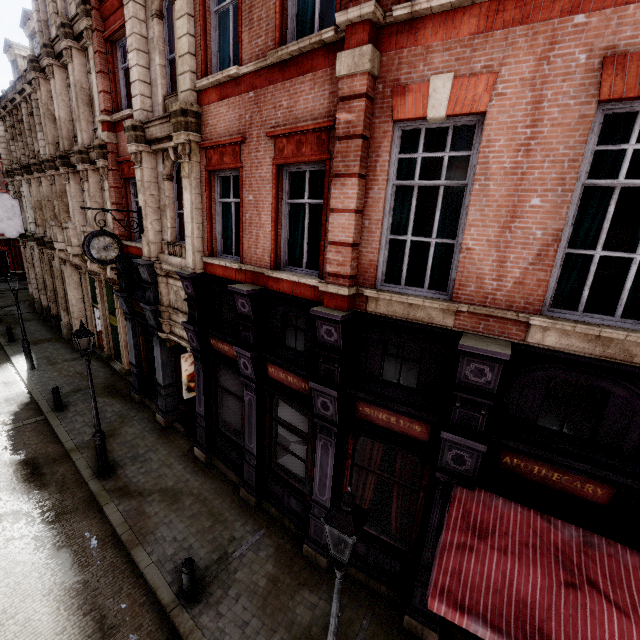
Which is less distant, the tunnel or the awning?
the awning

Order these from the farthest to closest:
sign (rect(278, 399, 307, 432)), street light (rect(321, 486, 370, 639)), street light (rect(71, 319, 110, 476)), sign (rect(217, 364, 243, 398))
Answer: sign (rect(217, 364, 243, 398)) → street light (rect(71, 319, 110, 476)) → sign (rect(278, 399, 307, 432)) → street light (rect(321, 486, 370, 639))

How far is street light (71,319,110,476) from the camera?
8.5m

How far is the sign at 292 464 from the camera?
7.9m

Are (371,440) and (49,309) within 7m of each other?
no

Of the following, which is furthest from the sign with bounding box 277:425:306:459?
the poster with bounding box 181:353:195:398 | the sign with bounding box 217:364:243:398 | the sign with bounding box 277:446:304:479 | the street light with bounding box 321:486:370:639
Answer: the poster with bounding box 181:353:195:398

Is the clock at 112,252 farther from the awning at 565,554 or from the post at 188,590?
the awning at 565,554

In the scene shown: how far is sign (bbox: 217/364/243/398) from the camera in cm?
902
